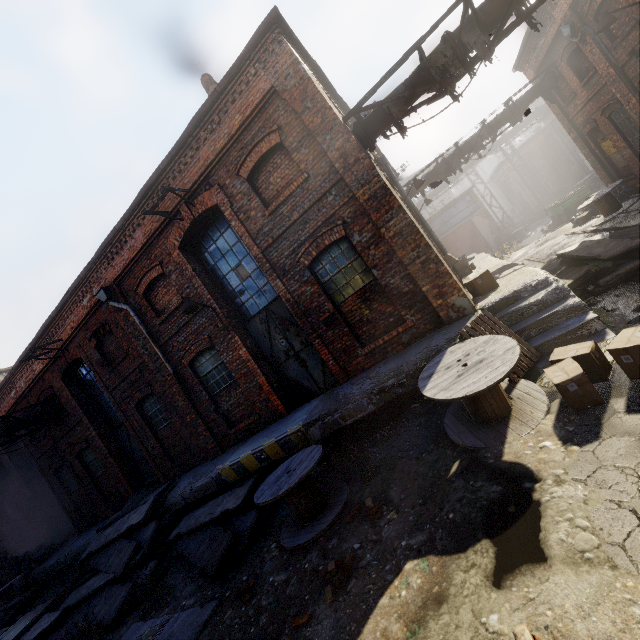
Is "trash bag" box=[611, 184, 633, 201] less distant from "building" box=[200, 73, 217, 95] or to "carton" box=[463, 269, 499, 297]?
"carton" box=[463, 269, 499, 297]

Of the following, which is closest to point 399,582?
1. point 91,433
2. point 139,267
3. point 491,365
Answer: point 491,365

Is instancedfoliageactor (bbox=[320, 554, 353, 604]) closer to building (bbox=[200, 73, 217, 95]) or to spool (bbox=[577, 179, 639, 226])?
building (bbox=[200, 73, 217, 95])

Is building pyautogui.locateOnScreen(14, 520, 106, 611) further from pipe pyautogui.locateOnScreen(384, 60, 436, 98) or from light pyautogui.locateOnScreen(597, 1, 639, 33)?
light pyautogui.locateOnScreen(597, 1, 639, 33)

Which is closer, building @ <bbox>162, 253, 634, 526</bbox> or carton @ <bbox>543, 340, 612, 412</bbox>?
carton @ <bbox>543, 340, 612, 412</bbox>

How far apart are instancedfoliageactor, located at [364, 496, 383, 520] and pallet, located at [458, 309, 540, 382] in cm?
288

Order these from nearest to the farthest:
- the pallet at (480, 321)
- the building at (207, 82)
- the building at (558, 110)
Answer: the pallet at (480, 321) < the building at (207, 82) < the building at (558, 110)

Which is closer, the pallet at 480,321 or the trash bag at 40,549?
the pallet at 480,321
